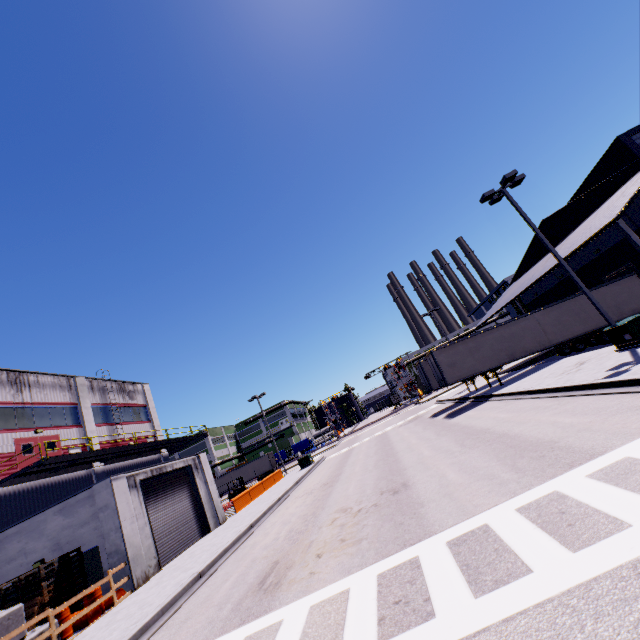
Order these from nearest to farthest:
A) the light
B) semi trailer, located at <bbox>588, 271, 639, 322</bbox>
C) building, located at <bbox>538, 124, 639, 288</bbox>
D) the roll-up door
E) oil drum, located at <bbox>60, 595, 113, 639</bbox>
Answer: oil drum, located at <bbox>60, 595, 113, 639</bbox>
the light
the roll-up door
building, located at <bbox>538, 124, 639, 288</bbox>
semi trailer, located at <bbox>588, 271, 639, 322</bbox>

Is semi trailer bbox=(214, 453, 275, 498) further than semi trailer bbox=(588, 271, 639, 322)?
Yes

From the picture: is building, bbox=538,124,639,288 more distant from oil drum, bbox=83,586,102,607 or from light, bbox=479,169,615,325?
light, bbox=479,169,615,325

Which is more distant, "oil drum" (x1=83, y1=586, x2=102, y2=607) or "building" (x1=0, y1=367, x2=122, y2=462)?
"building" (x1=0, y1=367, x2=122, y2=462)

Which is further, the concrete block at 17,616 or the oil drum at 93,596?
the oil drum at 93,596

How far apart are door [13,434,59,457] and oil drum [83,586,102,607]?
11.07m

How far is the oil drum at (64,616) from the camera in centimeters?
1134cm

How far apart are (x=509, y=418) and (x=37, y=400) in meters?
29.2 m
